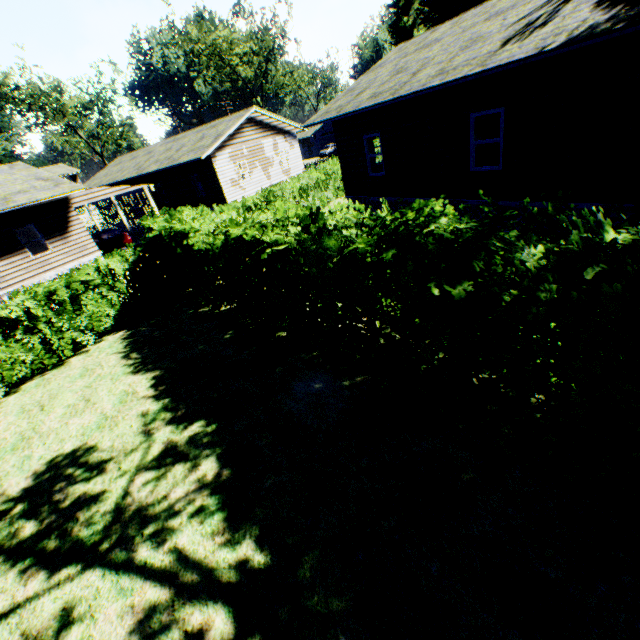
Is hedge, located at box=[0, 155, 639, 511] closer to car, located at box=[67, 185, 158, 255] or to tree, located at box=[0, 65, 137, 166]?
car, located at box=[67, 185, 158, 255]

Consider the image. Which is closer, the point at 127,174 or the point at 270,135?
the point at 270,135

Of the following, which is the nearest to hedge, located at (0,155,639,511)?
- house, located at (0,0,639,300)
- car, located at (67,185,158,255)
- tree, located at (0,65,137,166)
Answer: house, located at (0,0,639,300)

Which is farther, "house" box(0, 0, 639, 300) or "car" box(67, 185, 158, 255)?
"car" box(67, 185, 158, 255)

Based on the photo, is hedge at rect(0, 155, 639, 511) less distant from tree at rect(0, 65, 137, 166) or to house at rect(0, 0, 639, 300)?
house at rect(0, 0, 639, 300)

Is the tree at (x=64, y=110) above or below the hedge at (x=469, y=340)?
above

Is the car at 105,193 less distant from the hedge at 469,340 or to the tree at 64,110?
the hedge at 469,340

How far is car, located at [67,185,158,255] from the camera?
18.5m
